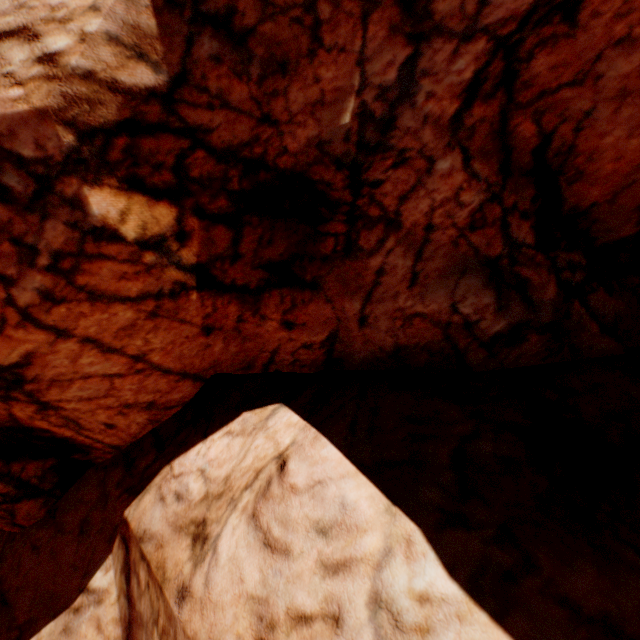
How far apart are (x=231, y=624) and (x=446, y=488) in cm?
238
